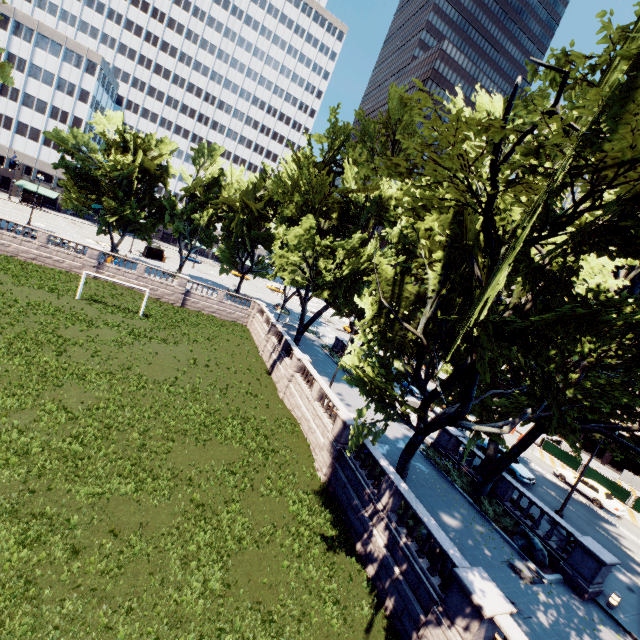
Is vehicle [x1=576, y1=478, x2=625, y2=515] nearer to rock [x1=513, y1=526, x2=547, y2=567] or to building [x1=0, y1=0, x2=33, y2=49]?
rock [x1=513, y1=526, x2=547, y2=567]

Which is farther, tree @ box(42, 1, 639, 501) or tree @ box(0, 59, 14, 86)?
tree @ box(0, 59, 14, 86)

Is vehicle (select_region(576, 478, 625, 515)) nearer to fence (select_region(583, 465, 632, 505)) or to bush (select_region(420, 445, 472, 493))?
fence (select_region(583, 465, 632, 505))

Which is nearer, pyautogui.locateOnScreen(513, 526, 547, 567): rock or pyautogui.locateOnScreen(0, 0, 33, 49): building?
pyautogui.locateOnScreen(513, 526, 547, 567): rock

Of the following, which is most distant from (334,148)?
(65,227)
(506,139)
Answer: (65,227)

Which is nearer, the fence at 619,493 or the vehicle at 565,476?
the fence at 619,493

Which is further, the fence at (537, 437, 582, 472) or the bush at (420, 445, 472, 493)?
the fence at (537, 437, 582, 472)

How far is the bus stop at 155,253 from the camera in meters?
56.6
